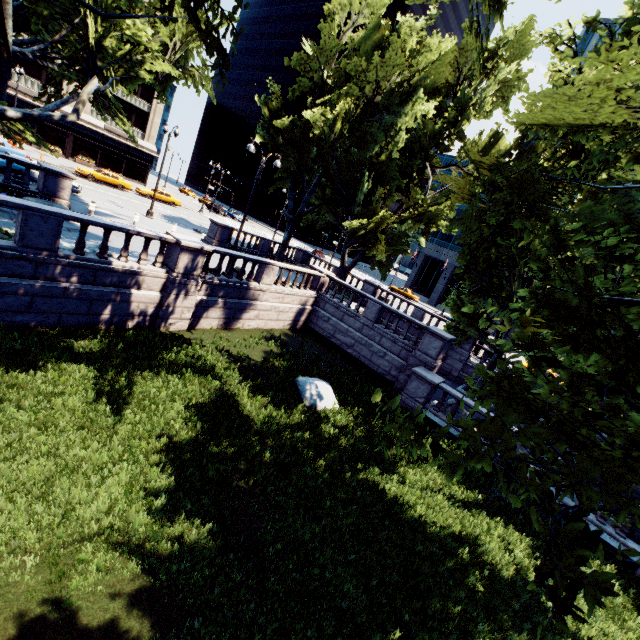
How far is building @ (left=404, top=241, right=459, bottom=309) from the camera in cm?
5538

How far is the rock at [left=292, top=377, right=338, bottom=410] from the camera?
13.4 meters

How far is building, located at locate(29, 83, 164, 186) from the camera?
41.25m

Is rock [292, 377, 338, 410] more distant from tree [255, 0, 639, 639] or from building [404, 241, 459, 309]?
building [404, 241, 459, 309]

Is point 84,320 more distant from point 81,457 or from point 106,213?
point 106,213

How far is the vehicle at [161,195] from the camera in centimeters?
3978cm

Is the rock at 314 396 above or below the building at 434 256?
below

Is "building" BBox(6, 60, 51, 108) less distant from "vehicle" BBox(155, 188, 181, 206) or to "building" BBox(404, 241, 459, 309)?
"vehicle" BBox(155, 188, 181, 206)
